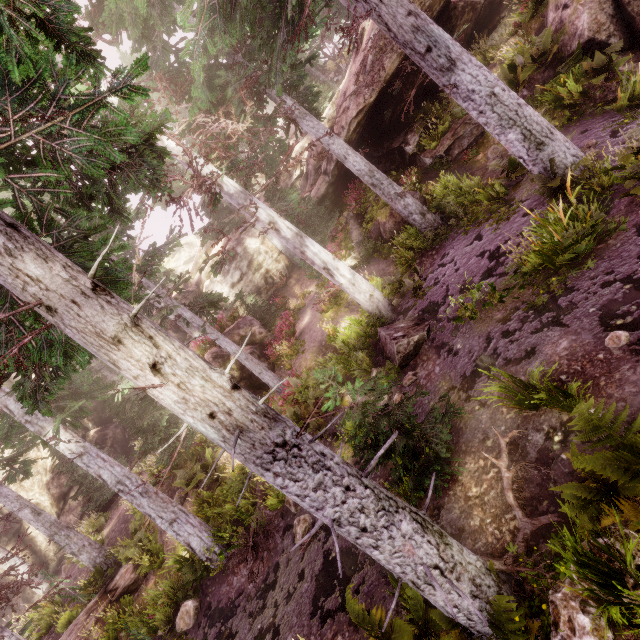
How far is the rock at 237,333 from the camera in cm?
1655

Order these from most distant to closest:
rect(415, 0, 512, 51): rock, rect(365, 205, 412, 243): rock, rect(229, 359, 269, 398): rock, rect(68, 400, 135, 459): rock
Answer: rect(68, 400, 135, 459): rock, rect(229, 359, 269, 398): rock, rect(365, 205, 412, 243): rock, rect(415, 0, 512, 51): rock

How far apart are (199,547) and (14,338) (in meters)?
9.48

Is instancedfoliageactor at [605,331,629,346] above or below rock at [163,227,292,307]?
below

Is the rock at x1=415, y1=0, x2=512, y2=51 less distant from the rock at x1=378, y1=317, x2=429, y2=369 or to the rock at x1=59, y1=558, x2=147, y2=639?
the rock at x1=378, y1=317, x2=429, y2=369

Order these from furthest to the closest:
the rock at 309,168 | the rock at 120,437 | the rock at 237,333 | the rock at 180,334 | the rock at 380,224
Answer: the rock at 180,334 → the rock at 120,437 → the rock at 309,168 → the rock at 237,333 → the rock at 380,224

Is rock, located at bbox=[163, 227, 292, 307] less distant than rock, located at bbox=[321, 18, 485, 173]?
No
